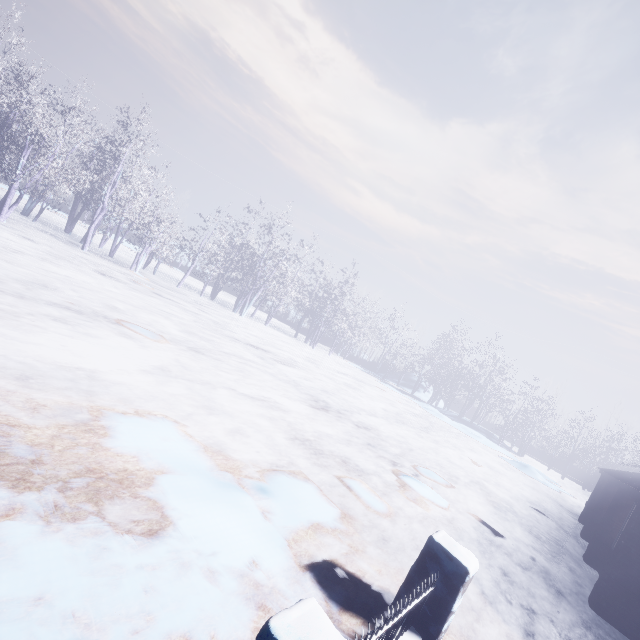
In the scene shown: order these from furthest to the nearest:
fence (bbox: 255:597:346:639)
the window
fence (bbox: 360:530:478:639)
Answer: the window < fence (bbox: 360:530:478:639) < fence (bbox: 255:597:346:639)

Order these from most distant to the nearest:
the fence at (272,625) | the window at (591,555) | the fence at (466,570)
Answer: the window at (591,555), the fence at (466,570), the fence at (272,625)

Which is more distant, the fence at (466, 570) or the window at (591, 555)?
the window at (591, 555)

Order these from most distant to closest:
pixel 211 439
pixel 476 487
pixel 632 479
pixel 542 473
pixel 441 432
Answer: pixel 542 473 → pixel 441 432 → pixel 476 487 → pixel 632 479 → pixel 211 439

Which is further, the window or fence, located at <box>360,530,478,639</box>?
the window

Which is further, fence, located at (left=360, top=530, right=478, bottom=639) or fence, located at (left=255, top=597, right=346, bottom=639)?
fence, located at (left=360, top=530, right=478, bottom=639)
